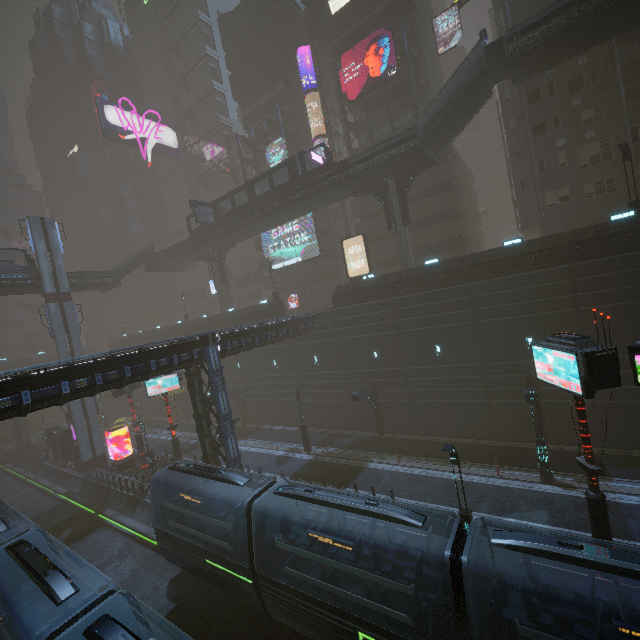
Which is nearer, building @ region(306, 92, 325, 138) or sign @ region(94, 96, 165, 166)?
A: building @ region(306, 92, 325, 138)

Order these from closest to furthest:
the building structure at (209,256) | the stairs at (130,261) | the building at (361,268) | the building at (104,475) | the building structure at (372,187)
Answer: the building at (104,475)
the building structure at (372,187)
the building at (361,268)
the stairs at (130,261)
the building structure at (209,256)

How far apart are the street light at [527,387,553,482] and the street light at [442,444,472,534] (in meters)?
7.10

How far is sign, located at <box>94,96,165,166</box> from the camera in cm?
5194

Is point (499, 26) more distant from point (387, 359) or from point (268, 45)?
point (387, 359)

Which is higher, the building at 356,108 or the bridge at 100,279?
the building at 356,108

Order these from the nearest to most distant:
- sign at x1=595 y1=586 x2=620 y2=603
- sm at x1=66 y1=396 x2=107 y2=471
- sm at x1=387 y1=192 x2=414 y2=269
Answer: sign at x1=595 y1=586 x2=620 y2=603 → sm at x1=387 y1=192 x2=414 y2=269 → sm at x1=66 y1=396 x2=107 y2=471

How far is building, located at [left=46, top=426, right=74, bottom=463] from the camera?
37.66m
